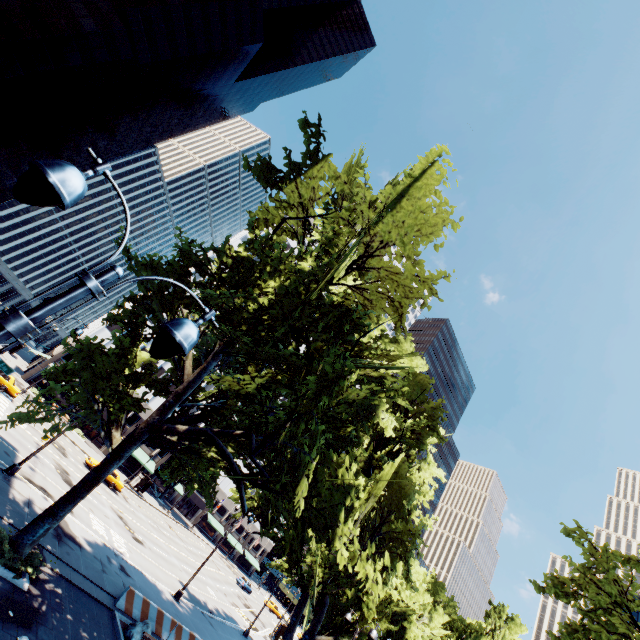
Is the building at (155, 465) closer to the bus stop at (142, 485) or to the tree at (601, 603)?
the tree at (601, 603)

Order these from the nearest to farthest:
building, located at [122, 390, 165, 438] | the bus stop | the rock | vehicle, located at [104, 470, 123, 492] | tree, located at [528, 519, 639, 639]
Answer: tree, located at [528, 519, 639, 639] < the rock < vehicle, located at [104, 470, 123, 492] < the bus stop < building, located at [122, 390, 165, 438]

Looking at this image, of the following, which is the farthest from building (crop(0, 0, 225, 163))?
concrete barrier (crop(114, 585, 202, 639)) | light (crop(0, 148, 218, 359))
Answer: light (crop(0, 148, 218, 359))

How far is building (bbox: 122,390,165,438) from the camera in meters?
52.3 m

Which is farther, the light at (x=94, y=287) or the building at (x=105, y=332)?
the building at (x=105, y=332)

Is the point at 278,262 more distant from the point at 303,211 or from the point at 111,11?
the point at 111,11

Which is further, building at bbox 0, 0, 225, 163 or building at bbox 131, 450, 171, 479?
building at bbox 131, 450, 171, 479
